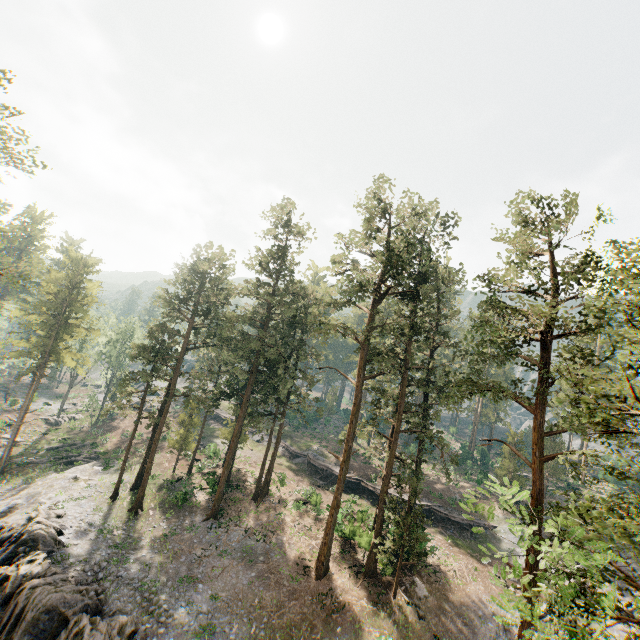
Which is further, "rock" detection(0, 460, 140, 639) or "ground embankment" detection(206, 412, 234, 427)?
"ground embankment" detection(206, 412, 234, 427)

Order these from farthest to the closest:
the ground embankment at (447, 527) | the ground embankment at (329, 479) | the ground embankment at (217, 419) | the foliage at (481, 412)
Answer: the foliage at (481, 412), the ground embankment at (217, 419), the ground embankment at (329, 479), the ground embankment at (447, 527)

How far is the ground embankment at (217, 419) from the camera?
56.8 meters

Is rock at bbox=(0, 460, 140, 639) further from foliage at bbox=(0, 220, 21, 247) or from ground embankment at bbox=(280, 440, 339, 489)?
ground embankment at bbox=(280, 440, 339, 489)

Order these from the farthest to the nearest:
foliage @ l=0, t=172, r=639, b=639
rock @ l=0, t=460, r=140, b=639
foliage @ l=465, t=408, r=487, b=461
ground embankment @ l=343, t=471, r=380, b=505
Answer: foliage @ l=465, t=408, r=487, b=461 → ground embankment @ l=343, t=471, r=380, b=505 → rock @ l=0, t=460, r=140, b=639 → foliage @ l=0, t=172, r=639, b=639

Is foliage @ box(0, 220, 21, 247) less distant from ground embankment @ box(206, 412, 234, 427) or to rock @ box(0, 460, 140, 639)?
rock @ box(0, 460, 140, 639)

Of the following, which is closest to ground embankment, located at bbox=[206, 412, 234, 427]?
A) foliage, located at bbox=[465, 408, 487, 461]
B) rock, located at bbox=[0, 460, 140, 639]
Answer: rock, located at bbox=[0, 460, 140, 639]

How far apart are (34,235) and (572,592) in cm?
3144
